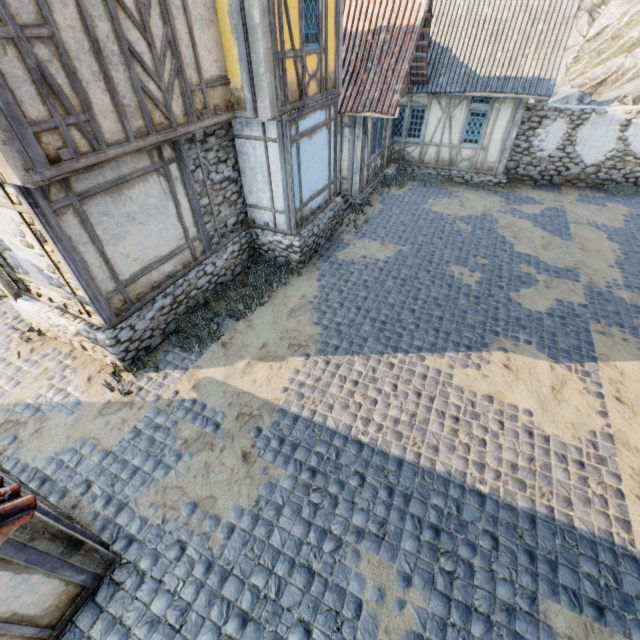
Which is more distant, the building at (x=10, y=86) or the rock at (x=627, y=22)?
the rock at (x=627, y=22)

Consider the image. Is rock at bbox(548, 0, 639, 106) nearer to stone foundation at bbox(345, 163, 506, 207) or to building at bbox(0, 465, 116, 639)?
stone foundation at bbox(345, 163, 506, 207)

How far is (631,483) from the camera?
5.12m

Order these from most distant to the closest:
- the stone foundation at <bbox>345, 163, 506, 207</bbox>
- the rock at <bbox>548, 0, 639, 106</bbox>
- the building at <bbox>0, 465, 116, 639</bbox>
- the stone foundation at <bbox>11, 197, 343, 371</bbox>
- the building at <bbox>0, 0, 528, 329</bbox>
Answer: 1. the rock at <bbox>548, 0, 639, 106</bbox>
2. the stone foundation at <bbox>345, 163, 506, 207</bbox>
3. the stone foundation at <bbox>11, 197, 343, 371</bbox>
4. the building at <bbox>0, 0, 528, 329</bbox>
5. the building at <bbox>0, 465, 116, 639</bbox>

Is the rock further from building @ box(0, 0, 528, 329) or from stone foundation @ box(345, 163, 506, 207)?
building @ box(0, 0, 528, 329)

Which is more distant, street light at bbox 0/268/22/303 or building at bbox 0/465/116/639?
street light at bbox 0/268/22/303

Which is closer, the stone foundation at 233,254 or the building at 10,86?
the building at 10,86

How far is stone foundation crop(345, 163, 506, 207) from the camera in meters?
13.3
